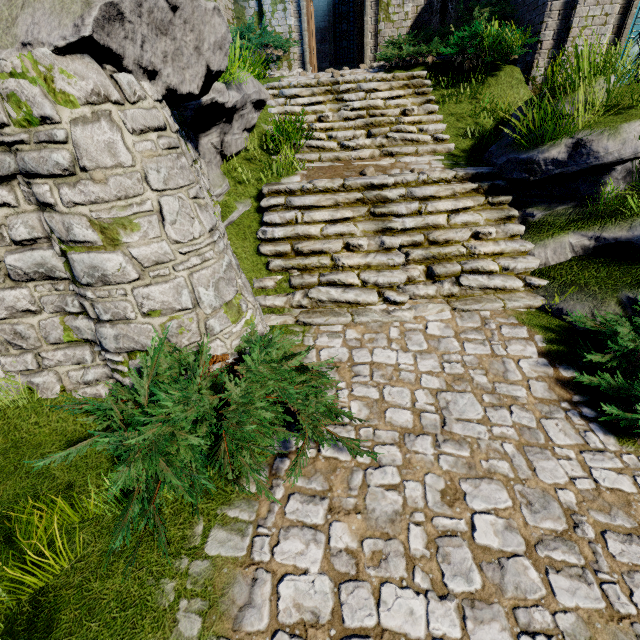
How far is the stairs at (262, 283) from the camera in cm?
551

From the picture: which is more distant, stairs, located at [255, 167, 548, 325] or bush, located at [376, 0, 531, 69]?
bush, located at [376, 0, 531, 69]

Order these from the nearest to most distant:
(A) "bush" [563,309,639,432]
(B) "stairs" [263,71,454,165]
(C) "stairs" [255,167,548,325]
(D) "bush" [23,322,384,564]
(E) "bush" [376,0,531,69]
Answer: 1. (D) "bush" [23,322,384,564]
2. (A) "bush" [563,309,639,432]
3. (C) "stairs" [255,167,548,325]
4. (B) "stairs" [263,71,454,165]
5. (E) "bush" [376,0,531,69]

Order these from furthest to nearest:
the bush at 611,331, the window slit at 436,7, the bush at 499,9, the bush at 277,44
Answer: the window slit at 436,7 < the bush at 277,44 < the bush at 499,9 < the bush at 611,331

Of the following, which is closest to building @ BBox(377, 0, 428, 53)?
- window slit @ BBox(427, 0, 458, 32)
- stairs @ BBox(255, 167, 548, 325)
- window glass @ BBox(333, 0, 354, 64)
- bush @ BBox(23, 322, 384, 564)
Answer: window slit @ BBox(427, 0, 458, 32)

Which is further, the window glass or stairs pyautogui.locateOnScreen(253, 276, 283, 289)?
the window glass

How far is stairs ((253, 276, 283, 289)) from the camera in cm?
551

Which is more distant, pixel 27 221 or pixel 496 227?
pixel 496 227
